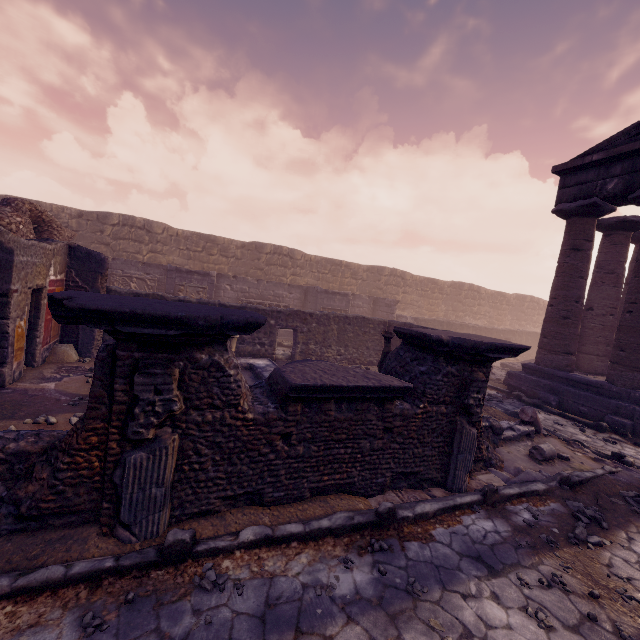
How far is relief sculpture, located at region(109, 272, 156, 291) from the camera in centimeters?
1395cm

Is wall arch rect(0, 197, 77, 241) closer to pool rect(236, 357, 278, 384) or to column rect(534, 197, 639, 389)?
pool rect(236, 357, 278, 384)

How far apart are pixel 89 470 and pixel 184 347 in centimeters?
146cm

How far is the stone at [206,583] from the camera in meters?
2.7

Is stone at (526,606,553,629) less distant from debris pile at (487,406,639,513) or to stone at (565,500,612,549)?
stone at (565,500,612,549)

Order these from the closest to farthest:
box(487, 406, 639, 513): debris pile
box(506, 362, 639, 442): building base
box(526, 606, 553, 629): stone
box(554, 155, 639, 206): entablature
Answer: box(526, 606, 553, 629): stone, box(487, 406, 639, 513): debris pile, box(506, 362, 639, 442): building base, box(554, 155, 639, 206): entablature

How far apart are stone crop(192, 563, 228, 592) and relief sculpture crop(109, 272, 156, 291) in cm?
1382

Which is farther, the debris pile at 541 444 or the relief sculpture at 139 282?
the relief sculpture at 139 282
